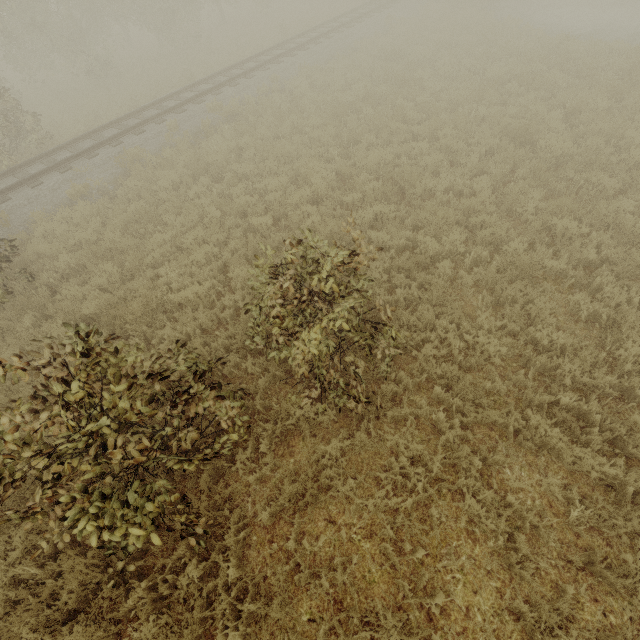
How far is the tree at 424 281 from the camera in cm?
593

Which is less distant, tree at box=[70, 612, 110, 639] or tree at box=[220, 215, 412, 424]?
tree at box=[70, 612, 110, 639]

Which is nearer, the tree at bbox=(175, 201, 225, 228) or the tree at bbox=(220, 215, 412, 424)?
the tree at bbox=(220, 215, 412, 424)

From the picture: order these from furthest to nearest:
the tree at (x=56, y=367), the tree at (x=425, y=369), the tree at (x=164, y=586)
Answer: the tree at (x=425, y=369) < the tree at (x=164, y=586) < the tree at (x=56, y=367)

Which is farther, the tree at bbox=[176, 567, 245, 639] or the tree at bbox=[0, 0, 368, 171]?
the tree at bbox=[0, 0, 368, 171]

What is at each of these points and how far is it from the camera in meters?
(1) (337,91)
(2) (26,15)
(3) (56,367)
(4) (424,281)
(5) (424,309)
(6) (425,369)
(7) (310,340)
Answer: (1) tree, 12.3
(2) tree, 15.5
(3) tree, 3.6
(4) tree, 6.3
(5) tree, 5.8
(6) tree, 5.1
(7) tree, 3.9

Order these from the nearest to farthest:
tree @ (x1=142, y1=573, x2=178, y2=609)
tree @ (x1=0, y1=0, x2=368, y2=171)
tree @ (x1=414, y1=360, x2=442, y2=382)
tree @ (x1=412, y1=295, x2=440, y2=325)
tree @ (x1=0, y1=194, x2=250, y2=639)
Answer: tree @ (x1=0, y1=194, x2=250, y2=639), tree @ (x1=142, y1=573, x2=178, y2=609), tree @ (x1=414, y1=360, x2=442, y2=382), tree @ (x1=412, y1=295, x2=440, y2=325), tree @ (x1=0, y1=0, x2=368, y2=171)
